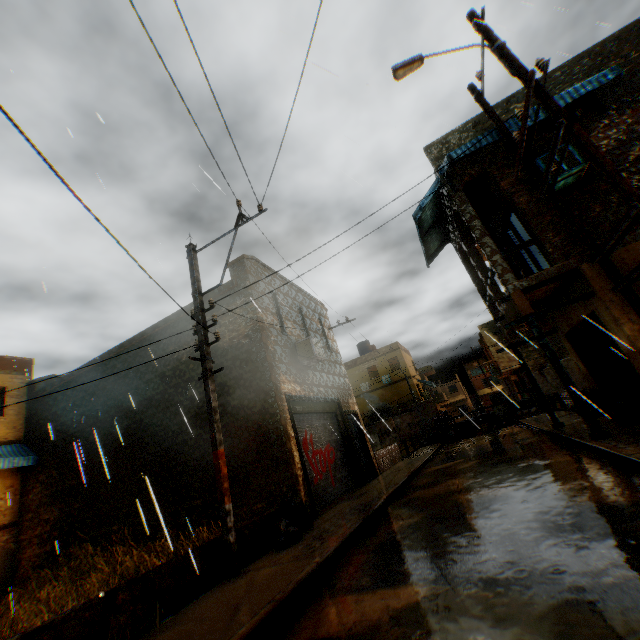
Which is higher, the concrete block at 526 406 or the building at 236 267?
the building at 236 267

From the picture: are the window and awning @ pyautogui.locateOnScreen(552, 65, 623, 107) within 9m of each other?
yes

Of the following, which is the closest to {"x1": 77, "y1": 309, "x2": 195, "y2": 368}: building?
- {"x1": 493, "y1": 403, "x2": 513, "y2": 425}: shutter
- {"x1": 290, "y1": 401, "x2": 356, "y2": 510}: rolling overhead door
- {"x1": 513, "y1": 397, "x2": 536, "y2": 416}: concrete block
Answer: {"x1": 290, "y1": 401, "x2": 356, "y2": 510}: rolling overhead door

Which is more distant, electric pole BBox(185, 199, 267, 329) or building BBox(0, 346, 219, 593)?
building BBox(0, 346, 219, 593)

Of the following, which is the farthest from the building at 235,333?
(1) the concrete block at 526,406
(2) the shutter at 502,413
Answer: (2) the shutter at 502,413

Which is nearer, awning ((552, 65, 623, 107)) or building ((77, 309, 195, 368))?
awning ((552, 65, 623, 107))

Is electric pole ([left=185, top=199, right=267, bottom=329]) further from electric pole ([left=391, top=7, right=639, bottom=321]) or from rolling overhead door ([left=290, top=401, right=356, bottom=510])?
electric pole ([left=391, top=7, right=639, bottom=321])

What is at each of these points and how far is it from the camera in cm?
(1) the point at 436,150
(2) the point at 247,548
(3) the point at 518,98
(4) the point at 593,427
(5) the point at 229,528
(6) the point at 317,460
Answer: (1) building, 1062
(2) concrete block, 615
(3) building, 984
(4) wooden beam, 732
(5) electric pole, 577
(6) rolling overhead door, 1044
